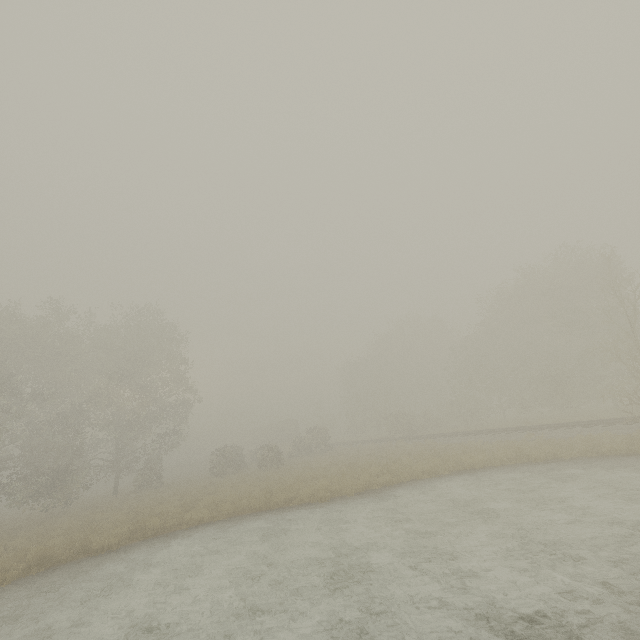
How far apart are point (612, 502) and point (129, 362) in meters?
32.3

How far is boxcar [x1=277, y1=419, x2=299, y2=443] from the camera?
57.7 meters

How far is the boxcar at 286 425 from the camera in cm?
5766
